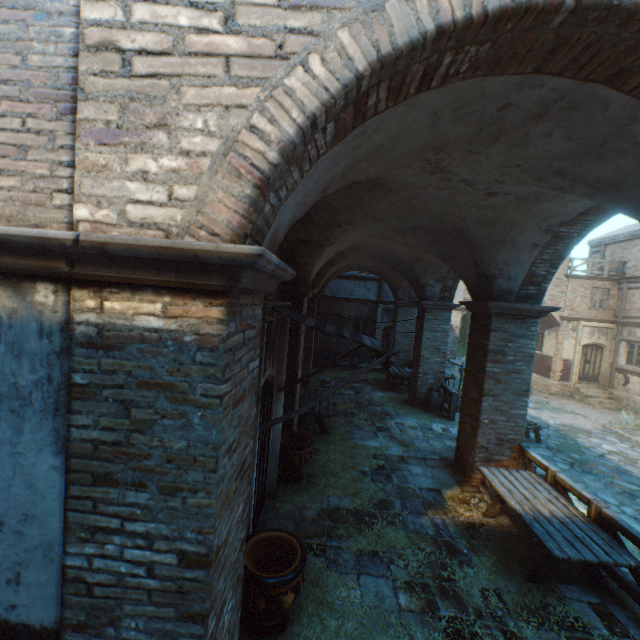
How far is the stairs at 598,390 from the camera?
17.9m

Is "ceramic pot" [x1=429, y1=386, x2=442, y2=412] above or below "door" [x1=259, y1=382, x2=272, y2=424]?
below

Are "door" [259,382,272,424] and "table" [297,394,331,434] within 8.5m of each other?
yes

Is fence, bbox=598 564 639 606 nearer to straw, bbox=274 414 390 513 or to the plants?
straw, bbox=274 414 390 513

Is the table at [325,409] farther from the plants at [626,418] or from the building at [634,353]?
the plants at [626,418]

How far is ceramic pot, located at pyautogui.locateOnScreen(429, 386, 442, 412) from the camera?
11.48m

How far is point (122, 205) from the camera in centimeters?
197cm

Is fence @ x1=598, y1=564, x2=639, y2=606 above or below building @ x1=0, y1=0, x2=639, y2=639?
below
